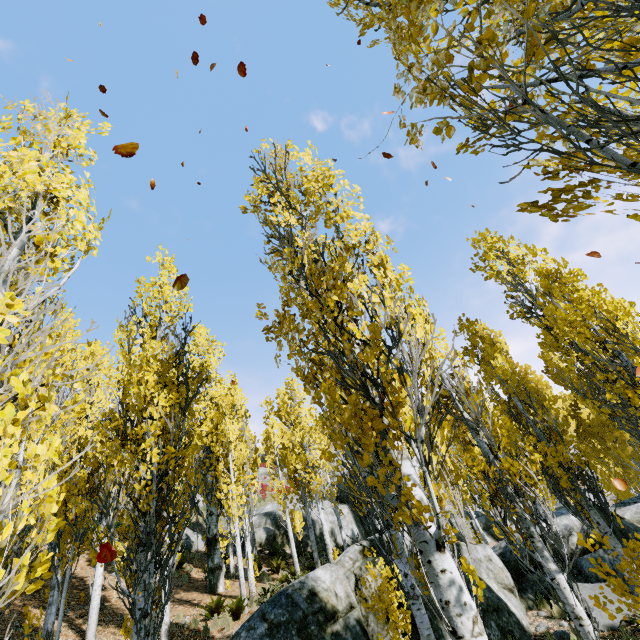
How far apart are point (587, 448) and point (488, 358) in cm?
1597

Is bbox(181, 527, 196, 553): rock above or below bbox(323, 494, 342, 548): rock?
above

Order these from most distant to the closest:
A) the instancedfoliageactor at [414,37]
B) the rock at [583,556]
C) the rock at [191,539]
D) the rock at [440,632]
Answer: the rock at [191,539] → the rock at [583,556] → the rock at [440,632] → the instancedfoliageactor at [414,37]

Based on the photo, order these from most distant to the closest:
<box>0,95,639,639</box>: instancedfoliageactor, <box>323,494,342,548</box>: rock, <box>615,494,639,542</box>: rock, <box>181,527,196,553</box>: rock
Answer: <box>323,494,342,548</box>: rock < <box>181,527,196,553</box>: rock < <box>615,494,639,542</box>: rock < <box>0,95,639,639</box>: instancedfoliageactor

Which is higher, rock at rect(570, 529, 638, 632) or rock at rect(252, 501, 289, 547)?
rock at rect(252, 501, 289, 547)

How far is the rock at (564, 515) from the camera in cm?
994

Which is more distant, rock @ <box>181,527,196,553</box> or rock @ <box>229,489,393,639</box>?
rock @ <box>181,527,196,553</box>
